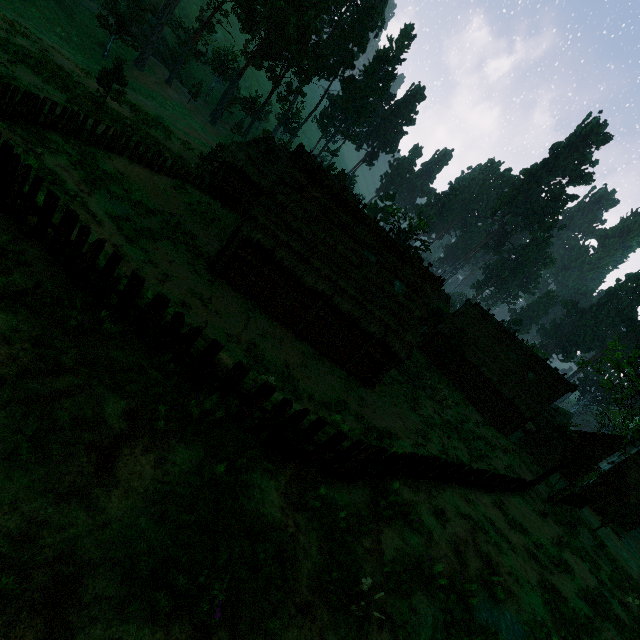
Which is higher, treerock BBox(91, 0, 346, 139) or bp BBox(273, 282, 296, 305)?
treerock BBox(91, 0, 346, 139)

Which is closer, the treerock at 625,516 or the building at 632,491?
the treerock at 625,516

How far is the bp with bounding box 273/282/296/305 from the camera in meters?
18.3 m

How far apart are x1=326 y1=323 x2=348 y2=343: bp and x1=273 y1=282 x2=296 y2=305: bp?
3.5m

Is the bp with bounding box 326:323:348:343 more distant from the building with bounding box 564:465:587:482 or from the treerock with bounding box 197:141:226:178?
the treerock with bounding box 197:141:226:178

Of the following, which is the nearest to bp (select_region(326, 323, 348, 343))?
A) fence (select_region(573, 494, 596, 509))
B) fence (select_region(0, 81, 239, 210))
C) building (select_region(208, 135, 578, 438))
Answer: building (select_region(208, 135, 578, 438))

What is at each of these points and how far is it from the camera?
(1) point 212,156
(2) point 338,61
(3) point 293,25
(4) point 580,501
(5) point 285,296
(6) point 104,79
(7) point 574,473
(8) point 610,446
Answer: (1) treerock, 26.1 meters
(2) treerock, 59.0 meters
(3) treerock, 46.6 meters
(4) fence, 25.2 meters
(5) bp, 18.7 meters
(6) treerock, 20.9 meters
(7) building, 36.2 meters
(8) building, 35.2 meters

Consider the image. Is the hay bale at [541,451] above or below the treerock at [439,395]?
above
